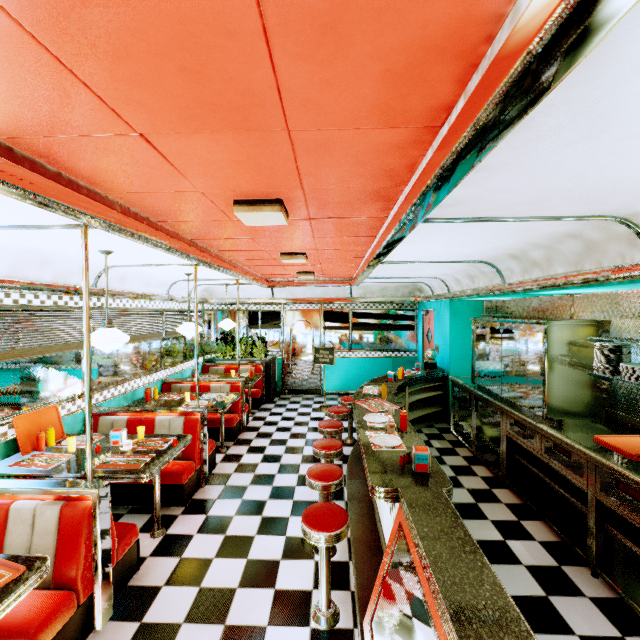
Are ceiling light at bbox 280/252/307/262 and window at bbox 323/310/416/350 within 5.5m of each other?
yes

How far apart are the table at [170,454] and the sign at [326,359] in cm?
426

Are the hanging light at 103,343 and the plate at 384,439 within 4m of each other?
yes

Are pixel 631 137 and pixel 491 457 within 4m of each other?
no

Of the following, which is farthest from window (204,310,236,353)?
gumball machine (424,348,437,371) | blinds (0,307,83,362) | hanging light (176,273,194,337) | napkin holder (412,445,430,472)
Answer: napkin holder (412,445,430,472)

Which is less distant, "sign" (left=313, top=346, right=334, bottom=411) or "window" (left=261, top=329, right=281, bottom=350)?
"sign" (left=313, top=346, right=334, bottom=411)

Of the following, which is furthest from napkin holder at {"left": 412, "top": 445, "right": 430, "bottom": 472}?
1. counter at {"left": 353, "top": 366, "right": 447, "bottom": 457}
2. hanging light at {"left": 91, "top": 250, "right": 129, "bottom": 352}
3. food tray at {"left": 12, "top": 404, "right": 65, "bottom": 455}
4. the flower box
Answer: the flower box

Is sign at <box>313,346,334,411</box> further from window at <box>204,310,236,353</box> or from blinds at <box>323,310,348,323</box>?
window at <box>204,310,236,353</box>
